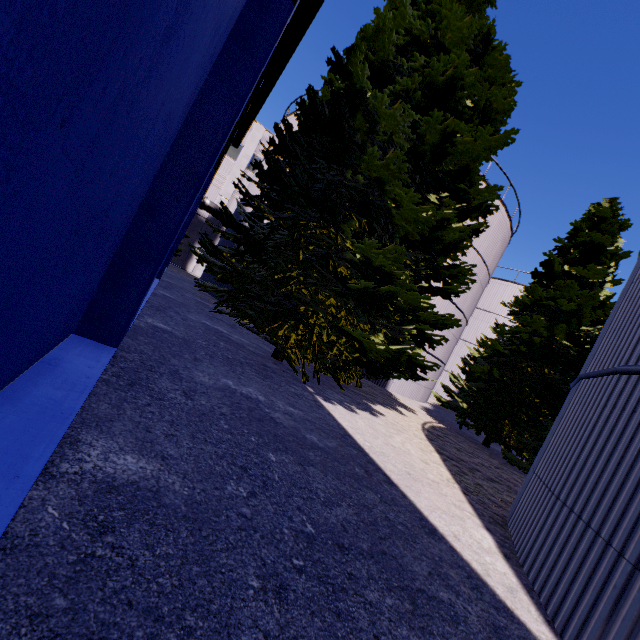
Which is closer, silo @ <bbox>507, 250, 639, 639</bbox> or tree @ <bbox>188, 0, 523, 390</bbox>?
silo @ <bbox>507, 250, 639, 639</bbox>

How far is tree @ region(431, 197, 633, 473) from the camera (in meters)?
12.16

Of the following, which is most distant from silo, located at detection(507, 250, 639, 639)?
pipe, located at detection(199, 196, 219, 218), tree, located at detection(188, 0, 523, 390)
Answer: pipe, located at detection(199, 196, 219, 218)

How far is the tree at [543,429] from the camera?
12.2 meters

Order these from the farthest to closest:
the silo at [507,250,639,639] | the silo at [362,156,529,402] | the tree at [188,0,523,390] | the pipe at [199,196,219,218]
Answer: the pipe at [199,196,219,218]
the silo at [362,156,529,402]
the tree at [188,0,523,390]
the silo at [507,250,639,639]

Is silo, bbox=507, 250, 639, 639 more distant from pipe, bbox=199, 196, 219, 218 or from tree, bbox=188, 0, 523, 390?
pipe, bbox=199, 196, 219, 218

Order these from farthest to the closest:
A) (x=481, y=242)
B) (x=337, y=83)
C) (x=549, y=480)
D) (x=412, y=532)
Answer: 1. (x=481, y=242)
2. (x=337, y=83)
3. (x=549, y=480)
4. (x=412, y=532)

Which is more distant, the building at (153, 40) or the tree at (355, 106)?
the tree at (355, 106)
